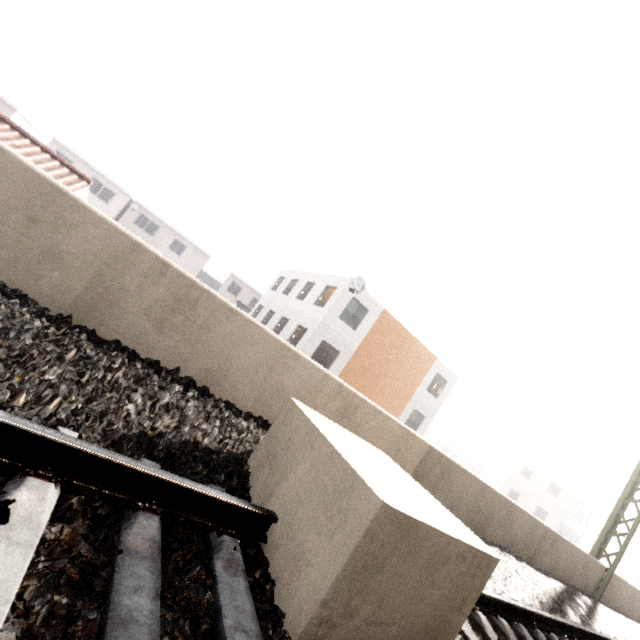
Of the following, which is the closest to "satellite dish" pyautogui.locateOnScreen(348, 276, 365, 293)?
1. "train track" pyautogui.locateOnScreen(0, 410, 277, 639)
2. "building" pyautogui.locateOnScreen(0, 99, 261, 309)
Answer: "train track" pyautogui.locateOnScreen(0, 410, 277, 639)

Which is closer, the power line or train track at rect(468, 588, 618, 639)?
train track at rect(468, 588, 618, 639)

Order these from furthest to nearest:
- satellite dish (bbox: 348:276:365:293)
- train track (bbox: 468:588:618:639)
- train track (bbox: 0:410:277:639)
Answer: satellite dish (bbox: 348:276:365:293)
train track (bbox: 468:588:618:639)
train track (bbox: 0:410:277:639)

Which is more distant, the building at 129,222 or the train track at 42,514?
the building at 129,222

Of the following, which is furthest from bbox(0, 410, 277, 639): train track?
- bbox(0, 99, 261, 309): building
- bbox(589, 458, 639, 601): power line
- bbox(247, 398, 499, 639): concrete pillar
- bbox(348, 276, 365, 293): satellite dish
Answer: bbox(0, 99, 261, 309): building

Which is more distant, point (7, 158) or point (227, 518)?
point (7, 158)

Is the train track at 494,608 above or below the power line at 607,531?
below

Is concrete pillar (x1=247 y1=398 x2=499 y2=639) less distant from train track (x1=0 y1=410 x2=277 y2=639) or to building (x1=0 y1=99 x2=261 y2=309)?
train track (x1=0 y1=410 x2=277 y2=639)
